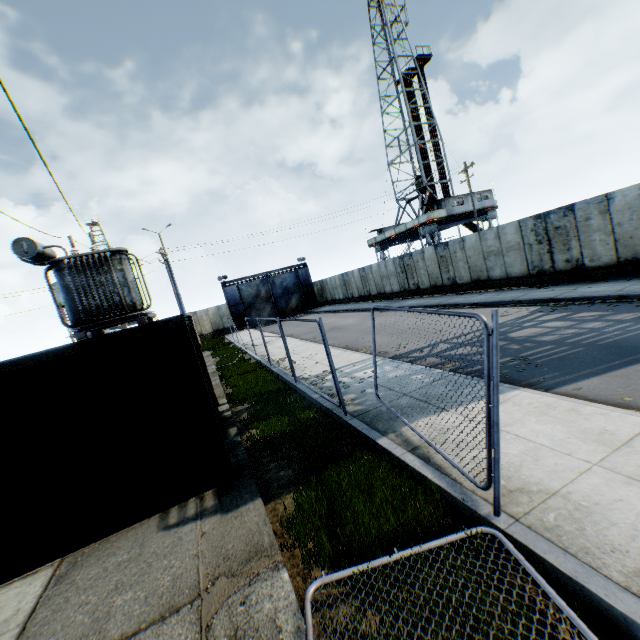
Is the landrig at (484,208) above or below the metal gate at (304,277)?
above

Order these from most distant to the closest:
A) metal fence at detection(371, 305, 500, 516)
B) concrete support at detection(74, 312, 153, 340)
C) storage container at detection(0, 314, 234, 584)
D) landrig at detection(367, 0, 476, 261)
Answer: landrig at detection(367, 0, 476, 261), concrete support at detection(74, 312, 153, 340), storage container at detection(0, 314, 234, 584), metal fence at detection(371, 305, 500, 516)

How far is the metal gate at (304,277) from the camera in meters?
38.5 m

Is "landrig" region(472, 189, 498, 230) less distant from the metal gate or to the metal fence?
the metal gate

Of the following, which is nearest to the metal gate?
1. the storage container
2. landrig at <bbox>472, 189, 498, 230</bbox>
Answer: landrig at <bbox>472, 189, 498, 230</bbox>

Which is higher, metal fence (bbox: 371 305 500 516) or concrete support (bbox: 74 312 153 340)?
concrete support (bbox: 74 312 153 340)

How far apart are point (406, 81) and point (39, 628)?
52.35m

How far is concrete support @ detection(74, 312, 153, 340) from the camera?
12.21m
